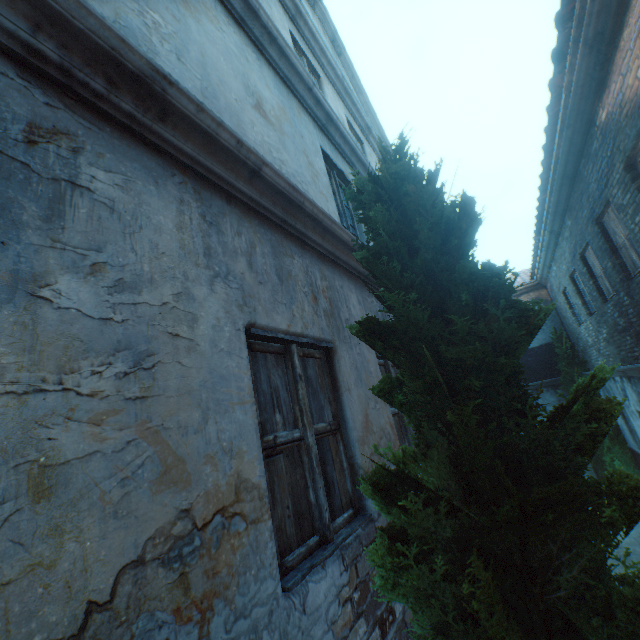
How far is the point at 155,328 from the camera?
1.36m

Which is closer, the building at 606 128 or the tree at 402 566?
the tree at 402 566

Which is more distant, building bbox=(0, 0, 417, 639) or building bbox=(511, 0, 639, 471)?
building bbox=(511, 0, 639, 471)

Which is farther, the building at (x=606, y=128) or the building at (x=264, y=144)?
the building at (x=606, y=128)

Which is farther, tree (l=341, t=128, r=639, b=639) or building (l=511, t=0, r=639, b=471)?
building (l=511, t=0, r=639, b=471)
